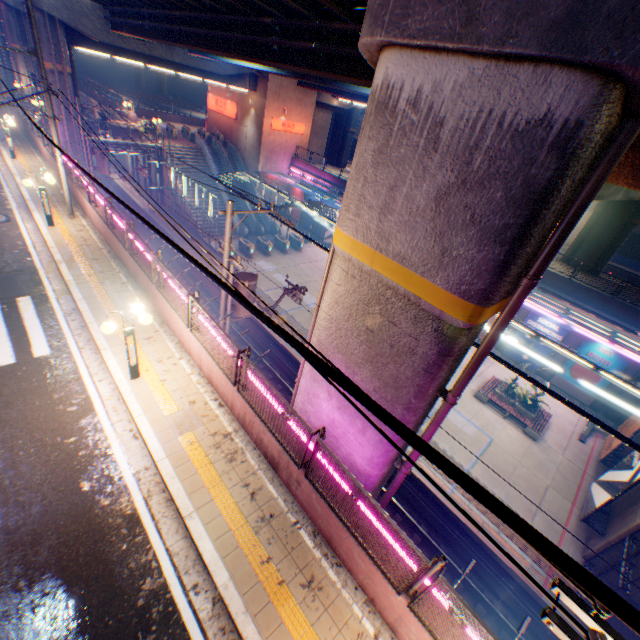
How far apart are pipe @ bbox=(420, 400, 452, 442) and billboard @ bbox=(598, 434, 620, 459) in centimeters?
1467cm

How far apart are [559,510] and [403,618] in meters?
14.7

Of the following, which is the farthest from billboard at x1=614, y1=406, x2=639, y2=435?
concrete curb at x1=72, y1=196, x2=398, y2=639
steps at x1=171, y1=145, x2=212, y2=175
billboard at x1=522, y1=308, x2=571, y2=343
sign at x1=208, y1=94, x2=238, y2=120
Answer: sign at x1=208, y1=94, x2=238, y2=120

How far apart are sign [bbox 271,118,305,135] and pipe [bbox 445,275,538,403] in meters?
35.5

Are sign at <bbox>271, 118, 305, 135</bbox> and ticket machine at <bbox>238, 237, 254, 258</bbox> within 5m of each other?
no

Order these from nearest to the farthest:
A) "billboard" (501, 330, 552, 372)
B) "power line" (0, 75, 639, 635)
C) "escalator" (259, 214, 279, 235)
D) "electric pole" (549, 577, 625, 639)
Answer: "power line" (0, 75, 639, 635) < "electric pole" (549, 577, 625, 639) < "billboard" (501, 330, 552, 372) < "escalator" (259, 214, 279, 235)

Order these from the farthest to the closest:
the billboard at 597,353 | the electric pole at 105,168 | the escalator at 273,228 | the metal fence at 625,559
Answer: the escalator at 273,228 < the electric pole at 105,168 < the billboard at 597,353 < the metal fence at 625,559

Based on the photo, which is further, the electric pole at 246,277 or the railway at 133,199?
the railway at 133,199
